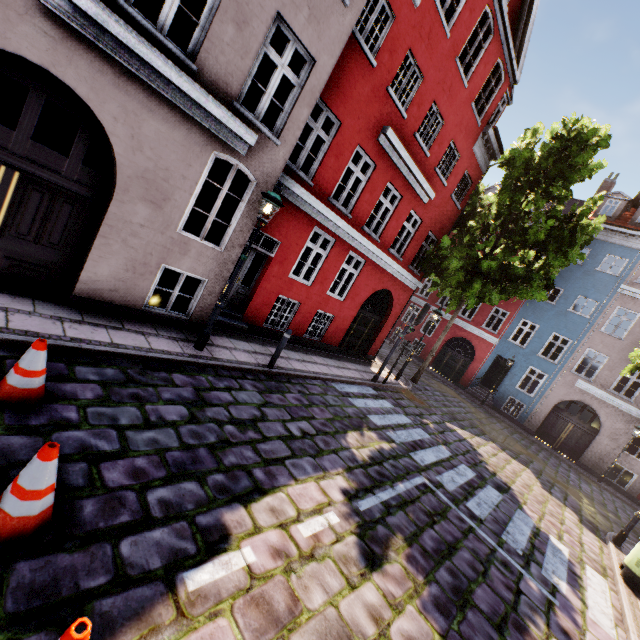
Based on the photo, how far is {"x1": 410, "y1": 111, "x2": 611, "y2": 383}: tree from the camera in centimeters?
1261cm

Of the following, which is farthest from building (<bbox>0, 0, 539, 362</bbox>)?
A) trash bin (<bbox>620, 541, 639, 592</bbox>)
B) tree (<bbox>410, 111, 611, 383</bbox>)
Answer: tree (<bbox>410, 111, 611, 383</bbox>)

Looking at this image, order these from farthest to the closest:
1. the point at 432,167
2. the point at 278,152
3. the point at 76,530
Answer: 1. the point at 432,167
2. the point at 278,152
3. the point at 76,530

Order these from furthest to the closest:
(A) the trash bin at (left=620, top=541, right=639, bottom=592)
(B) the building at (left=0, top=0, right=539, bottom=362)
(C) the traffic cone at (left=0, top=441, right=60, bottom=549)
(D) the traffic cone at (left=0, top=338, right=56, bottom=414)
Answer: (A) the trash bin at (left=620, top=541, right=639, bottom=592)
(B) the building at (left=0, top=0, right=539, bottom=362)
(D) the traffic cone at (left=0, top=338, right=56, bottom=414)
(C) the traffic cone at (left=0, top=441, right=60, bottom=549)

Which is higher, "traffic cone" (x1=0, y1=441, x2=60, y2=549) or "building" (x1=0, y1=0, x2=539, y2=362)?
"building" (x1=0, y1=0, x2=539, y2=362)

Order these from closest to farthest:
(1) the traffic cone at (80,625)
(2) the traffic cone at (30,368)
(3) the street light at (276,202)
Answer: (1) the traffic cone at (80,625), (2) the traffic cone at (30,368), (3) the street light at (276,202)

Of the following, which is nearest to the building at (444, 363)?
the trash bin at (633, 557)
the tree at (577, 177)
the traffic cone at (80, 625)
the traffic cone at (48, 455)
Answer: the trash bin at (633, 557)

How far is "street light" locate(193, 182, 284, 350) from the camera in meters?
6.3
